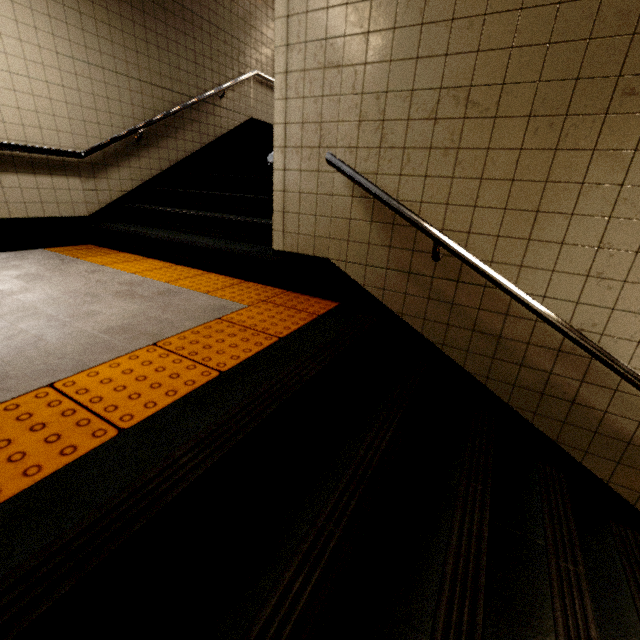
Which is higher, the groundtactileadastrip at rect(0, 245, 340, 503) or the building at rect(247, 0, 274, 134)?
the building at rect(247, 0, 274, 134)

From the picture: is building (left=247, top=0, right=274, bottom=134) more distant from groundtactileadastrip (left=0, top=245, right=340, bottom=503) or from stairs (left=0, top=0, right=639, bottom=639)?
groundtactileadastrip (left=0, top=245, right=340, bottom=503)

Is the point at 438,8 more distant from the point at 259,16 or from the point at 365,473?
the point at 259,16

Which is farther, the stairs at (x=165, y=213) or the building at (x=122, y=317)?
the stairs at (x=165, y=213)

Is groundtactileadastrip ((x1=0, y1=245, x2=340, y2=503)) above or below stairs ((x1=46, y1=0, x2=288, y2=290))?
below

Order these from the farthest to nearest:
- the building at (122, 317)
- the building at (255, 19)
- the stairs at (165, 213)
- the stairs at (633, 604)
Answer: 1. the building at (255, 19)
2. the stairs at (165, 213)
3. the building at (122, 317)
4. the stairs at (633, 604)

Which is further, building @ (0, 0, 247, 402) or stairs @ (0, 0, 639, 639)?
building @ (0, 0, 247, 402)

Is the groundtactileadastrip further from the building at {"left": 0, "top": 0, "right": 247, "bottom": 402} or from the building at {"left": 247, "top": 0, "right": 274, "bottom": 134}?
the building at {"left": 247, "top": 0, "right": 274, "bottom": 134}
